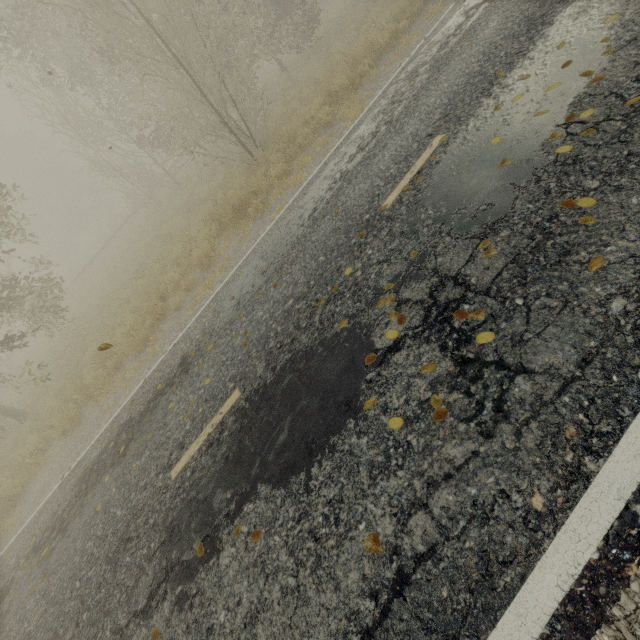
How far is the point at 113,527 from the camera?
4.71m

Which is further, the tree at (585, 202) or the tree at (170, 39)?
the tree at (170, 39)

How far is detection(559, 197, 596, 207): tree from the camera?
2.9 meters

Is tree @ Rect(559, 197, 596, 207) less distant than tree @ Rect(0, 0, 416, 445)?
Yes

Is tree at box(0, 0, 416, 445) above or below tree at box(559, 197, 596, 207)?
above

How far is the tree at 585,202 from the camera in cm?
291
